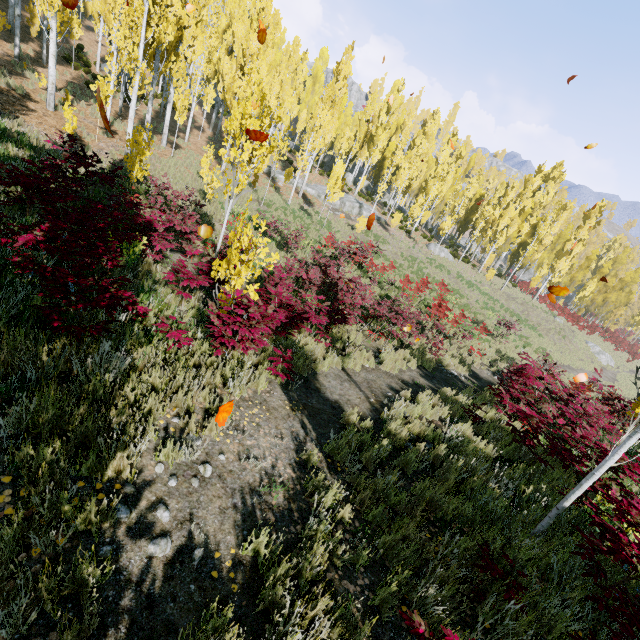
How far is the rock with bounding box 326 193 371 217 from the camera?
32.09m

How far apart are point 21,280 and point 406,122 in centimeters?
5334cm

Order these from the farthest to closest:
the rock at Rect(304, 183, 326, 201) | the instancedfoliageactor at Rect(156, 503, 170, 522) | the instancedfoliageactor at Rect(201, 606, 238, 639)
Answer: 1. the rock at Rect(304, 183, 326, 201)
2. the instancedfoliageactor at Rect(156, 503, 170, 522)
3. the instancedfoliageactor at Rect(201, 606, 238, 639)

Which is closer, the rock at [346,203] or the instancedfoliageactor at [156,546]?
the instancedfoliageactor at [156,546]

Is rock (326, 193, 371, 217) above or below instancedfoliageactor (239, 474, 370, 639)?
above

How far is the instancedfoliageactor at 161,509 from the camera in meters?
2.8

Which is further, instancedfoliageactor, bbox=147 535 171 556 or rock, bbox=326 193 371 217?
rock, bbox=326 193 371 217
